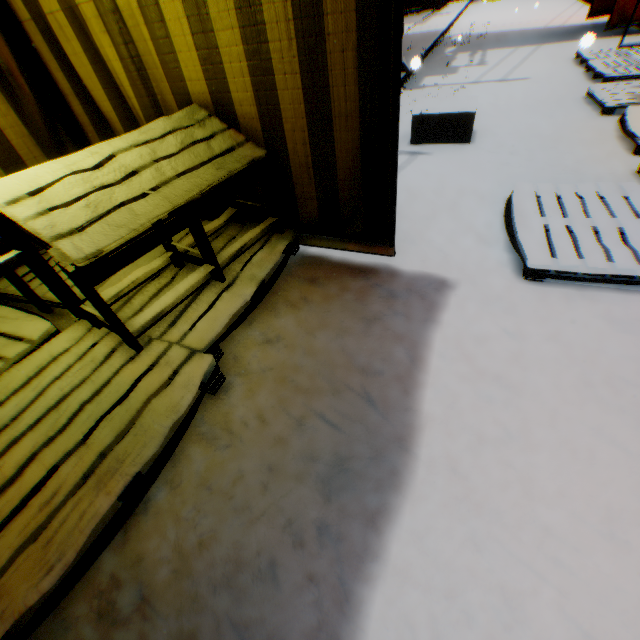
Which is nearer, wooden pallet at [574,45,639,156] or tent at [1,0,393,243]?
tent at [1,0,393,243]

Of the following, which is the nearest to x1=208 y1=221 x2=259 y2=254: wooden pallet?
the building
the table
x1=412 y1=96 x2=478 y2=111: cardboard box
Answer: the table

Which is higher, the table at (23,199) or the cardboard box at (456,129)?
the table at (23,199)

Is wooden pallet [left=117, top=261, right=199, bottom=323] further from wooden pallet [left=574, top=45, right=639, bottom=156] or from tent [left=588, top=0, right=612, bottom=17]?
wooden pallet [left=574, top=45, right=639, bottom=156]

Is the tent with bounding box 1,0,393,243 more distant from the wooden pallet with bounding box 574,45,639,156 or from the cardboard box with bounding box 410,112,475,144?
the cardboard box with bounding box 410,112,475,144

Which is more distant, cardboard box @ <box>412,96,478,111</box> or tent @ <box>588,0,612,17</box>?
tent @ <box>588,0,612,17</box>

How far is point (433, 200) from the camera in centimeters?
305cm

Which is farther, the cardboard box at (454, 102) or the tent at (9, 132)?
the cardboard box at (454, 102)
